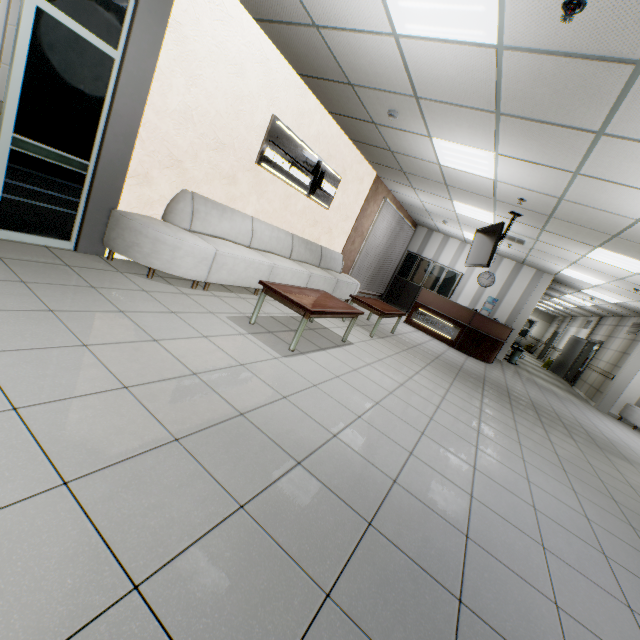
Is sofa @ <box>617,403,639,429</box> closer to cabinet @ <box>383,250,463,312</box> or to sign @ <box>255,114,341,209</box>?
cabinet @ <box>383,250,463,312</box>

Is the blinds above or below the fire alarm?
below

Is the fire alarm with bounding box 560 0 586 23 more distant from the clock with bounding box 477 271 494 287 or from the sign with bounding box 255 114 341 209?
the clock with bounding box 477 271 494 287

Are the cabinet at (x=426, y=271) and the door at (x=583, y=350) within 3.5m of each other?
no

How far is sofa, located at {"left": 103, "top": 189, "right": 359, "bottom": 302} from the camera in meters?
3.6

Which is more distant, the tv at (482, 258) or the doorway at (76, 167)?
the tv at (482, 258)

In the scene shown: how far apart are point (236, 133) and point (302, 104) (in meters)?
1.44

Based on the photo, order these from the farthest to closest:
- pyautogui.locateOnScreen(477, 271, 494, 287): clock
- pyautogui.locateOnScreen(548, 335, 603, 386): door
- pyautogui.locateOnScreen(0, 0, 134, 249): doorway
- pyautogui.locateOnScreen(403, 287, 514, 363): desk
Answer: pyautogui.locateOnScreen(548, 335, 603, 386): door, pyautogui.locateOnScreen(477, 271, 494, 287): clock, pyautogui.locateOnScreen(403, 287, 514, 363): desk, pyautogui.locateOnScreen(0, 0, 134, 249): doorway
